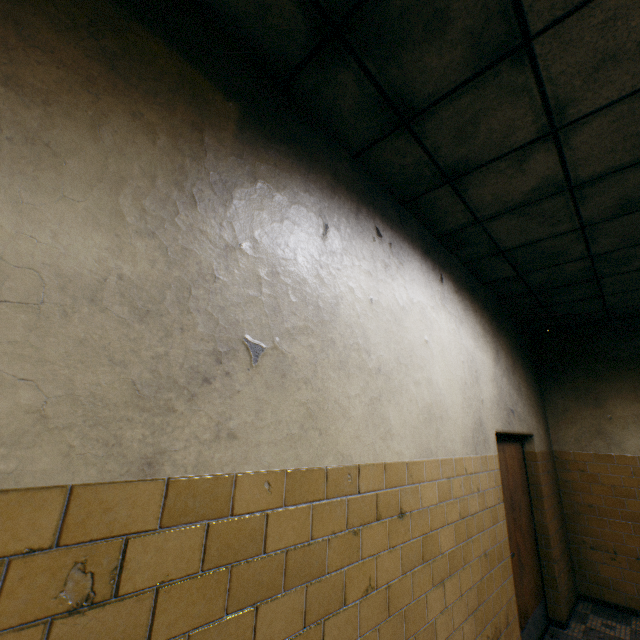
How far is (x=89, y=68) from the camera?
1.1 meters
